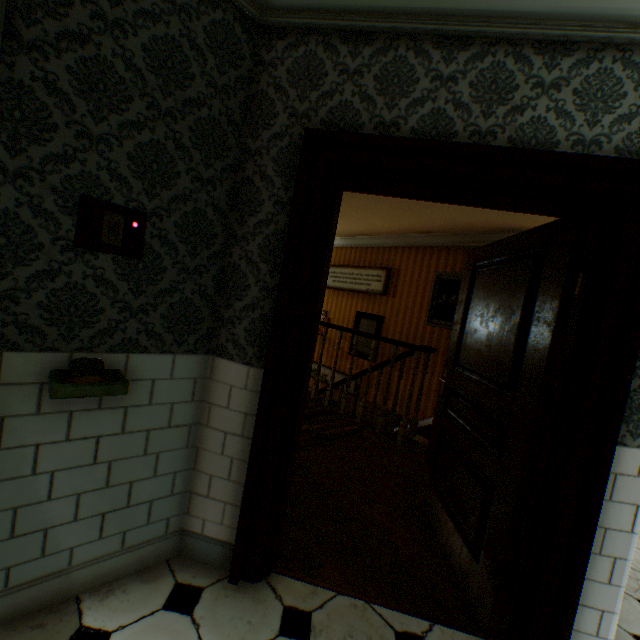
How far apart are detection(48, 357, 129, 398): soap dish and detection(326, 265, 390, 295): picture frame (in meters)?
5.68

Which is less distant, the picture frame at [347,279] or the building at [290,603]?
the building at [290,603]

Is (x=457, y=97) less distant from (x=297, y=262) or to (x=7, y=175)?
(x=297, y=262)

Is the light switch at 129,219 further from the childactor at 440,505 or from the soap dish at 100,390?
the childactor at 440,505

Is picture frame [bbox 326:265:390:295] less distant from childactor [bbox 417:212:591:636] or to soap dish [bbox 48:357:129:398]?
childactor [bbox 417:212:591:636]

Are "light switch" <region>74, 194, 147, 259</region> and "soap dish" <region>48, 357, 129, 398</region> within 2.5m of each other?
yes

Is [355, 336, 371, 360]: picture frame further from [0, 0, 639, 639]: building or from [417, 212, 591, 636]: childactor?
[417, 212, 591, 636]: childactor

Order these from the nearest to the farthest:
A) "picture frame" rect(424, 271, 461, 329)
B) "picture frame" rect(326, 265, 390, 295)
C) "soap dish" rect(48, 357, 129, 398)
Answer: "soap dish" rect(48, 357, 129, 398)
"picture frame" rect(424, 271, 461, 329)
"picture frame" rect(326, 265, 390, 295)
